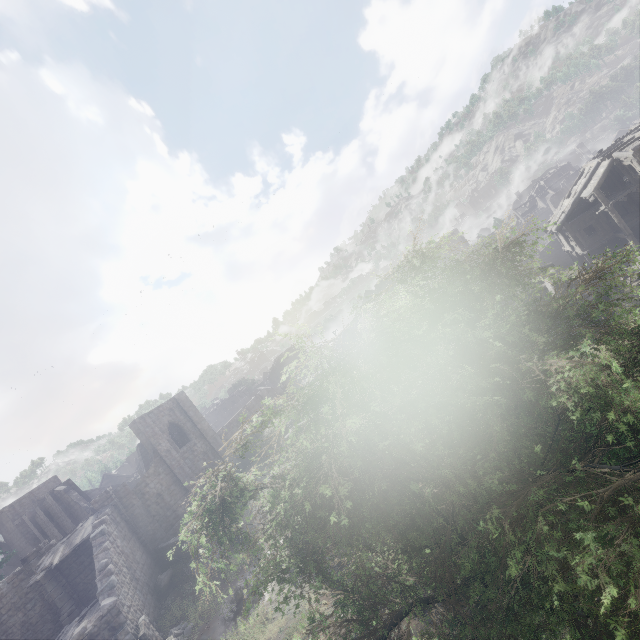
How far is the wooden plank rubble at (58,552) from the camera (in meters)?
20.05

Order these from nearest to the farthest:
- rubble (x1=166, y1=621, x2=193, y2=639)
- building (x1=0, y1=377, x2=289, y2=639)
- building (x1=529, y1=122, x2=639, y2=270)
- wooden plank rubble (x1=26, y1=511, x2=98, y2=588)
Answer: rubble (x1=166, y1=621, x2=193, y2=639), building (x1=0, y1=377, x2=289, y2=639), wooden plank rubble (x1=26, y1=511, x2=98, y2=588), building (x1=529, y1=122, x2=639, y2=270)

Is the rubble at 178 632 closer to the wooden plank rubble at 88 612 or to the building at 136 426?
the building at 136 426

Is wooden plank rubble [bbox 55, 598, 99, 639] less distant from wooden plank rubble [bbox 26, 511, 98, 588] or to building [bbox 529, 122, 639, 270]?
building [bbox 529, 122, 639, 270]

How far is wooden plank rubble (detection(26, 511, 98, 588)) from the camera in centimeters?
2005cm

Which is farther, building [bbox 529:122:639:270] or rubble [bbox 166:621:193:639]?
building [bbox 529:122:639:270]

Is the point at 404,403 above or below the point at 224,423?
above

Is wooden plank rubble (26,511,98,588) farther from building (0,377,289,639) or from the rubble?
the rubble
